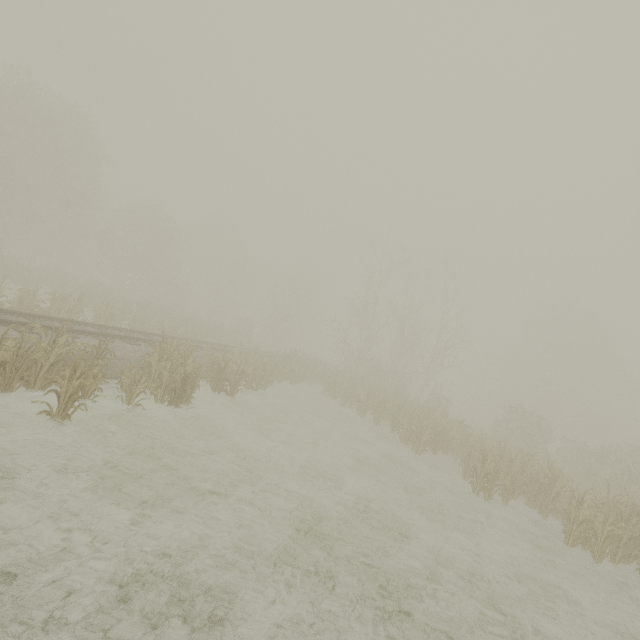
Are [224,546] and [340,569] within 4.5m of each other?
yes
